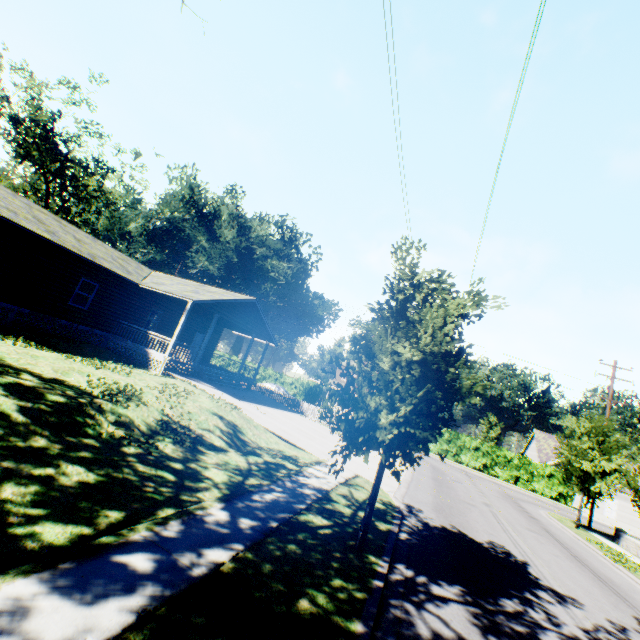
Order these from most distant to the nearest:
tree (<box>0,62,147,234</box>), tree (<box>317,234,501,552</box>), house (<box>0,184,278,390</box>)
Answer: tree (<box>0,62,147,234</box>)
house (<box>0,184,278,390</box>)
tree (<box>317,234,501,552</box>)

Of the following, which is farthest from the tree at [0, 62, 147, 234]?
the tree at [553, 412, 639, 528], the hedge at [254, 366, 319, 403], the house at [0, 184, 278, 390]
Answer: the tree at [553, 412, 639, 528]

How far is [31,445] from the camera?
5.8m

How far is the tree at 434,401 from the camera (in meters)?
5.99

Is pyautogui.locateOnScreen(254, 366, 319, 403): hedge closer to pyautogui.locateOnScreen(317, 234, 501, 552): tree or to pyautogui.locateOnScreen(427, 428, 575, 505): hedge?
pyautogui.locateOnScreen(427, 428, 575, 505): hedge

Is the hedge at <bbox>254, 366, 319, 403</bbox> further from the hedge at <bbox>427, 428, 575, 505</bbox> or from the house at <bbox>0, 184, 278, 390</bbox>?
the house at <bbox>0, 184, 278, 390</bbox>

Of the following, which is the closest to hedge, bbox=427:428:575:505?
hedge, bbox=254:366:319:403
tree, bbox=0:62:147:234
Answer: hedge, bbox=254:366:319:403

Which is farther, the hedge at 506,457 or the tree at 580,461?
the hedge at 506,457
